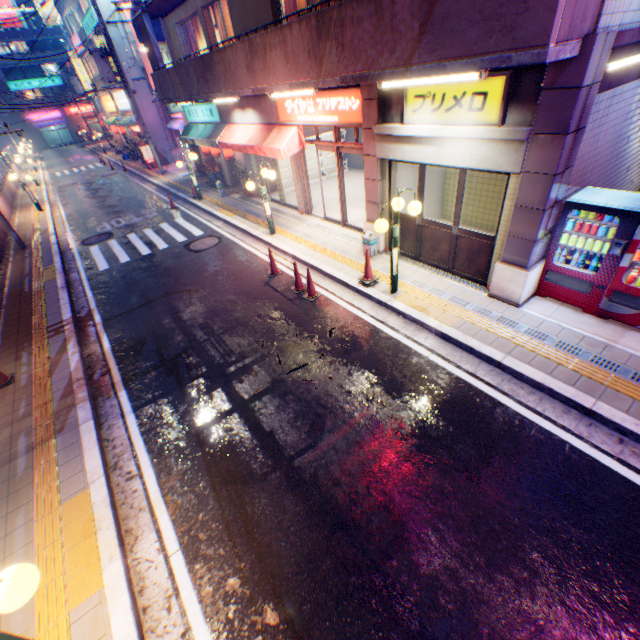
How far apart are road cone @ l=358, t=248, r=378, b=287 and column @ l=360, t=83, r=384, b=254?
1.3m

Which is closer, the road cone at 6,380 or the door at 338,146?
the road cone at 6,380

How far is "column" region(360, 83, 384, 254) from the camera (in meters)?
7.34

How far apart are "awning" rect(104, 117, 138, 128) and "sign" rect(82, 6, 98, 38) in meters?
5.2

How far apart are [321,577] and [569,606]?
2.6 meters

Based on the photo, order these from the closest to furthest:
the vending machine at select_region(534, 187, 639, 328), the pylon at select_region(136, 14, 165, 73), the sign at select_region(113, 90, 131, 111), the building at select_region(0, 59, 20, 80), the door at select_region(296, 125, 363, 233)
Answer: the vending machine at select_region(534, 187, 639, 328) → the door at select_region(296, 125, 363, 233) → the pylon at select_region(136, 14, 165, 73) → the sign at select_region(113, 90, 131, 111) → the building at select_region(0, 59, 20, 80)

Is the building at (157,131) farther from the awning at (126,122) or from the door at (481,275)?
the door at (481,275)

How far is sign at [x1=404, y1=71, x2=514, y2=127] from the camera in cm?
535
